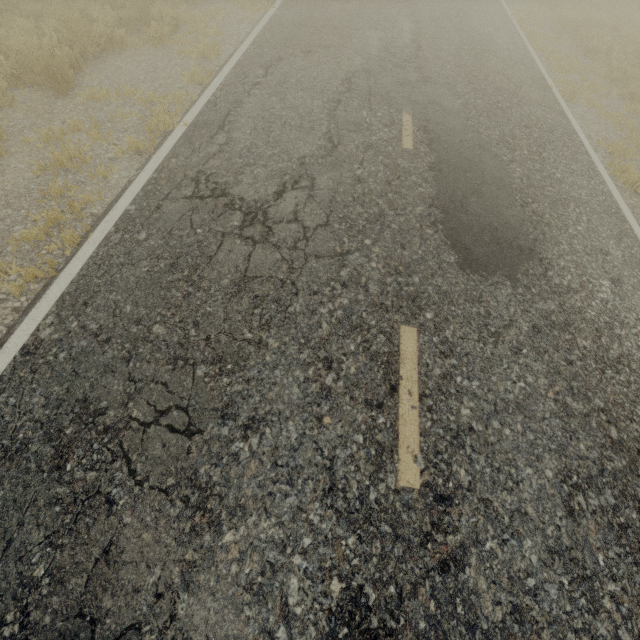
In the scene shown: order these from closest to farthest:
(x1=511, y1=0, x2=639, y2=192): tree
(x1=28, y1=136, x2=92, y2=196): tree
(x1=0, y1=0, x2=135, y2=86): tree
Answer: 1. (x1=28, y1=136, x2=92, y2=196): tree
2. (x1=0, y1=0, x2=135, y2=86): tree
3. (x1=511, y1=0, x2=639, y2=192): tree

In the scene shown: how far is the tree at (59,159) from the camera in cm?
420

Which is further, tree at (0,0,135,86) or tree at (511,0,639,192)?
tree at (511,0,639,192)

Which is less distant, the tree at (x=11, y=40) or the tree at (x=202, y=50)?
the tree at (x=11, y=40)

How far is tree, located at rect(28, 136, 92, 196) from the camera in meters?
4.2 m

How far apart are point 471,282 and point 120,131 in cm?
581

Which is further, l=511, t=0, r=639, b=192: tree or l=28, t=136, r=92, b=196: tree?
l=511, t=0, r=639, b=192: tree
